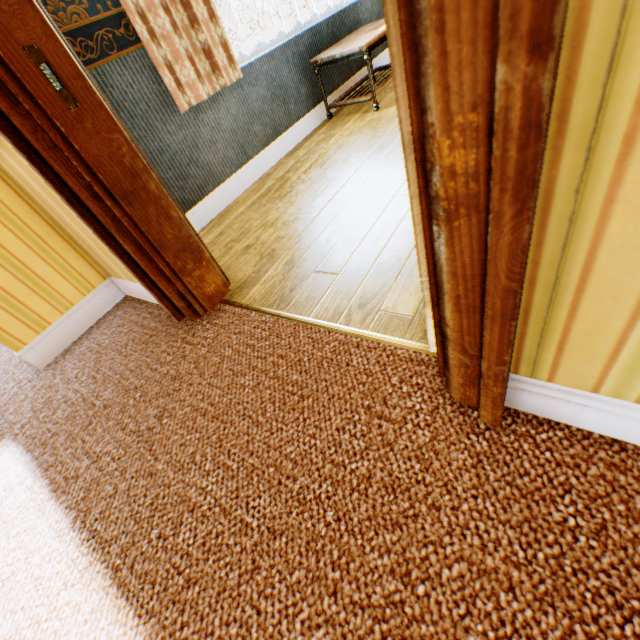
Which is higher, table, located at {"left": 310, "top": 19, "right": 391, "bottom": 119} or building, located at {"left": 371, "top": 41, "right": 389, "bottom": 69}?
table, located at {"left": 310, "top": 19, "right": 391, "bottom": 119}

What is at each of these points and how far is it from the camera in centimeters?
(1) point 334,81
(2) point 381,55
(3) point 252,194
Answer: (1) building, 367cm
(2) building, 435cm
(3) building, 280cm

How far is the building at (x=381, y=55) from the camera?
4.2m

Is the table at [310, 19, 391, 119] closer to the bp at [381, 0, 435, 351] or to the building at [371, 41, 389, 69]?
the building at [371, 41, 389, 69]

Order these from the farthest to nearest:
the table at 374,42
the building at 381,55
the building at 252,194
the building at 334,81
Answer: the building at 381,55 < the building at 334,81 < the table at 374,42 < the building at 252,194

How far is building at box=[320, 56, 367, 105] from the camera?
3.56m

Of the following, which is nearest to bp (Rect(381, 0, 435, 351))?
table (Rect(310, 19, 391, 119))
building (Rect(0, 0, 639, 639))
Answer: building (Rect(0, 0, 639, 639))
